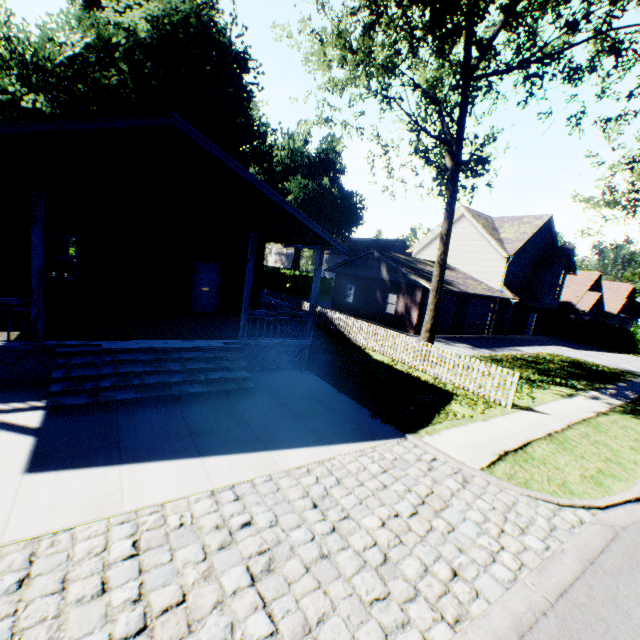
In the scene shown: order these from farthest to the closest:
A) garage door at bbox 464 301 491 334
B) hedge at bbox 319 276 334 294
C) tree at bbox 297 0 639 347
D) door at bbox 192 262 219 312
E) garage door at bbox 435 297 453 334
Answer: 1. hedge at bbox 319 276 334 294
2. garage door at bbox 464 301 491 334
3. garage door at bbox 435 297 453 334
4. door at bbox 192 262 219 312
5. tree at bbox 297 0 639 347

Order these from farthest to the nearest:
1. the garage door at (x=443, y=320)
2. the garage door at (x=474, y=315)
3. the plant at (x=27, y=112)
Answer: the garage door at (x=474, y=315) → the garage door at (x=443, y=320) → the plant at (x=27, y=112)

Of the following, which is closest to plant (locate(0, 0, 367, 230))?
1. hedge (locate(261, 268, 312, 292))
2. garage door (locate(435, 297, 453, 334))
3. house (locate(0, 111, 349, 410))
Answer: hedge (locate(261, 268, 312, 292))

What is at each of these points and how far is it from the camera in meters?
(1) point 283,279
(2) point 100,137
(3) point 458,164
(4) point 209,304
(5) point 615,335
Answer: (1) hedge, 40.6 m
(2) house, 7.3 m
(3) tree, 13.1 m
(4) door, 14.5 m
(5) hedge, 30.5 m

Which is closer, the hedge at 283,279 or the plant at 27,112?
the plant at 27,112

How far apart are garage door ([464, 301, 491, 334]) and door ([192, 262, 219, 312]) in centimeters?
1993cm

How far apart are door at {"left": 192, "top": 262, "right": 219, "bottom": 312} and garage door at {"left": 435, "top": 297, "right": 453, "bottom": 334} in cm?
1442

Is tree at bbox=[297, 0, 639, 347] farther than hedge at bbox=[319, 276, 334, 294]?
No
